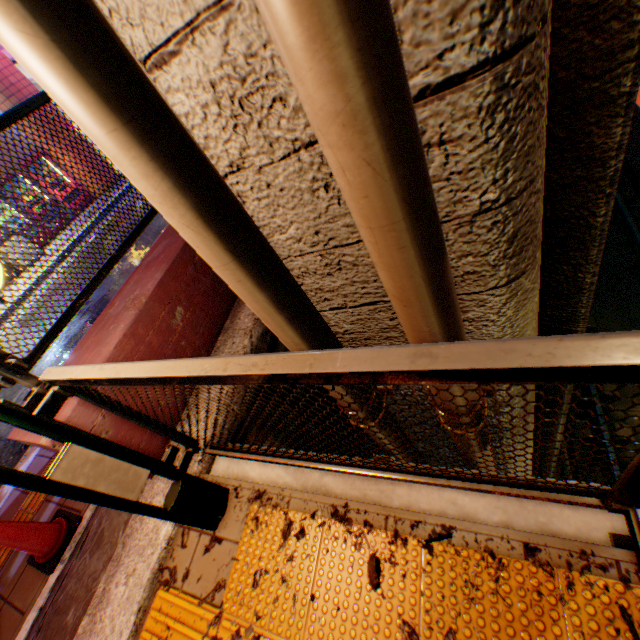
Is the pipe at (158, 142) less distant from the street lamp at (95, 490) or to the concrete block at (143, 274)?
the street lamp at (95, 490)

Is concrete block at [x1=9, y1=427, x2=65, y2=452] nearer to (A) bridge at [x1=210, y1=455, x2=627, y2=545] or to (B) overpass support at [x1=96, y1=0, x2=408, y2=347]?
(A) bridge at [x1=210, y1=455, x2=627, y2=545]

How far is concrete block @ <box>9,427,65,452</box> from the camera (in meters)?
1.83

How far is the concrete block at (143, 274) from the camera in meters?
2.3 m

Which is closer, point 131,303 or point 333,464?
point 333,464

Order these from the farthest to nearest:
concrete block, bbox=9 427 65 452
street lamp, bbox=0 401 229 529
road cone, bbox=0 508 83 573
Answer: road cone, bbox=0 508 83 573, concrete block, bbox=9 427 65 452, street lamp, bbox=0 401 229 529

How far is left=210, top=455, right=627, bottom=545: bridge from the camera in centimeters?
133cm
